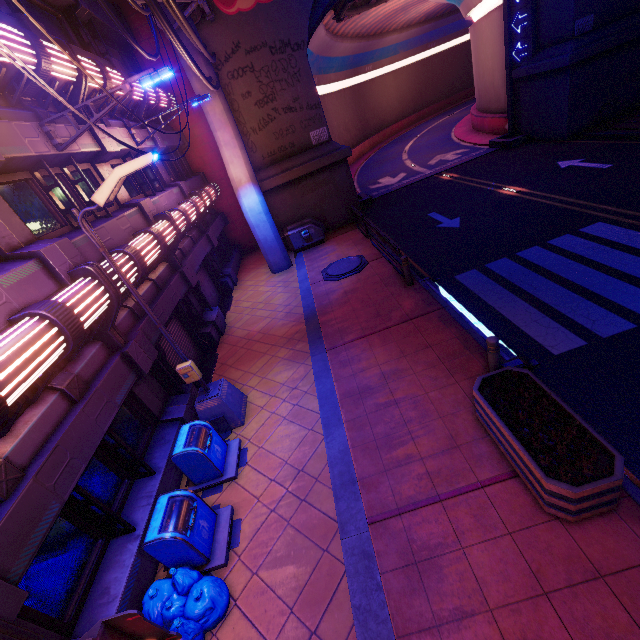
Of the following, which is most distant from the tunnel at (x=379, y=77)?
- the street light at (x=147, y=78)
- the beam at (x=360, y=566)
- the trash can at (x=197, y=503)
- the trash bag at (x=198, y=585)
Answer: the trash bag at (x=198, y=585)

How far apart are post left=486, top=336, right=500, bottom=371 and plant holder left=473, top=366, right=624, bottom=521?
0.5m

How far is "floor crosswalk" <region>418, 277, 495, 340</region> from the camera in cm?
806

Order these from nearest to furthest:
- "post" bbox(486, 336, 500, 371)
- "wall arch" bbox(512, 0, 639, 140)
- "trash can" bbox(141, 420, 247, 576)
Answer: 1. "trash can" bbox(141, 420, 247, 576)
2. "post" bbox(486, 336, 500, 371)
3. "wall arch" bbox(512, 0, 639, 140)

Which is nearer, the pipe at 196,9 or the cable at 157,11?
the cable at 157,11

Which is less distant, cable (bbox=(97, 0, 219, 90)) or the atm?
the atm

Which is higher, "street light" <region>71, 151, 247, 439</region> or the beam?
"street light" <region>71, 151, 247, 439</region>

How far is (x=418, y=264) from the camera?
12.46m
